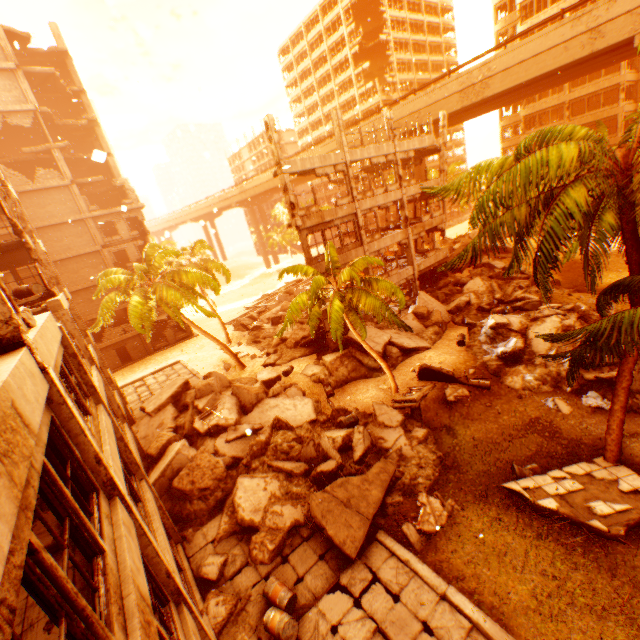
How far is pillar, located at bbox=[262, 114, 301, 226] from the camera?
17.5m

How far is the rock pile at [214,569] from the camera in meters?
10.3

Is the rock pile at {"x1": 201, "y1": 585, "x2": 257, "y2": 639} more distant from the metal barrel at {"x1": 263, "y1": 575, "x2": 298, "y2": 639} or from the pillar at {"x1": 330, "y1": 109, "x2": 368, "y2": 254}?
the metal barrel at {"x1": 263, "y1": 575, "x2": 298, "y2": 639}

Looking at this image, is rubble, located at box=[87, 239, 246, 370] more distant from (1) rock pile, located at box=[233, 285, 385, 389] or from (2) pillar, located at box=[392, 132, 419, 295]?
(2) pillar, located at box=[392, 132, 419, 295]

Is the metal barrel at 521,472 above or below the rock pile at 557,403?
below

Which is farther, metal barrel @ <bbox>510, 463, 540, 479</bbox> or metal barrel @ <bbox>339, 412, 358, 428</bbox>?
metal barrel @ <bbox>339, 412, 358, 428</bbox>

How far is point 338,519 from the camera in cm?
1038

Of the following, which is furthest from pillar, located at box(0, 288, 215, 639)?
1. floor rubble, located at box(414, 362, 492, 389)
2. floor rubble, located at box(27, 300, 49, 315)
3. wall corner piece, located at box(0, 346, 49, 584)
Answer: floor rubble, located at box(414, 362, 492, 389)
